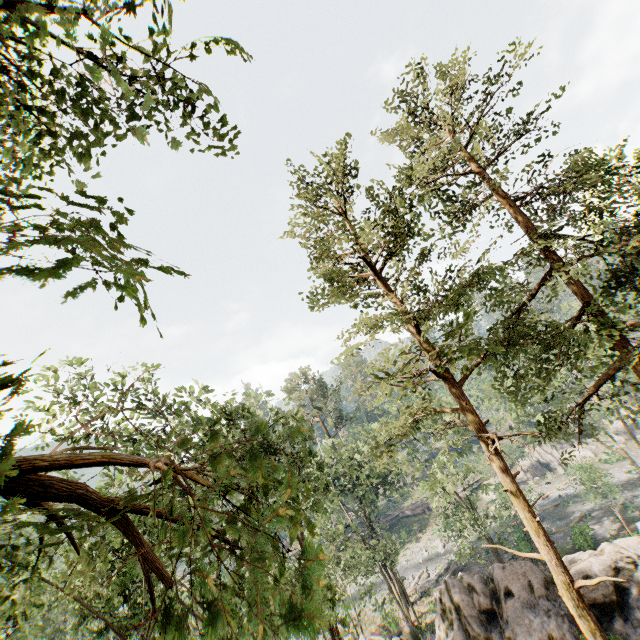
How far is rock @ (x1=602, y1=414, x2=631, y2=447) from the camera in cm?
4947

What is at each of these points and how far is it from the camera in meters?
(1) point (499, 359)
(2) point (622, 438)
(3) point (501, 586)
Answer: (1) foliage, 15.5
(2) rock, 50.0
(3) rock, 19.9

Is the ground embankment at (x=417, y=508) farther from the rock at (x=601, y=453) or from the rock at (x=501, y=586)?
the rock at (x=501, y=586)

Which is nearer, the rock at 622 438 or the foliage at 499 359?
the foliage at 499 359

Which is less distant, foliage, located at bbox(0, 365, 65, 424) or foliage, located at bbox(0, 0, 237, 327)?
foliage, located at bbox(0, 0, 237, 327)

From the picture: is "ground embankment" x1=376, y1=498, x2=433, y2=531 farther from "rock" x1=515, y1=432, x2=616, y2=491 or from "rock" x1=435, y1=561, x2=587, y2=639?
"rock" x1=435, y1=561, x2=587, y2=639

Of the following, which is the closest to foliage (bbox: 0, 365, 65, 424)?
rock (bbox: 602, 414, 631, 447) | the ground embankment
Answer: the ground embankment

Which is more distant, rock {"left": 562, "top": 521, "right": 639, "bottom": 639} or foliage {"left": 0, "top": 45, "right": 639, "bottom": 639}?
rock {"left": 562, "top": 521, "right": 639, "bottom": 639}
